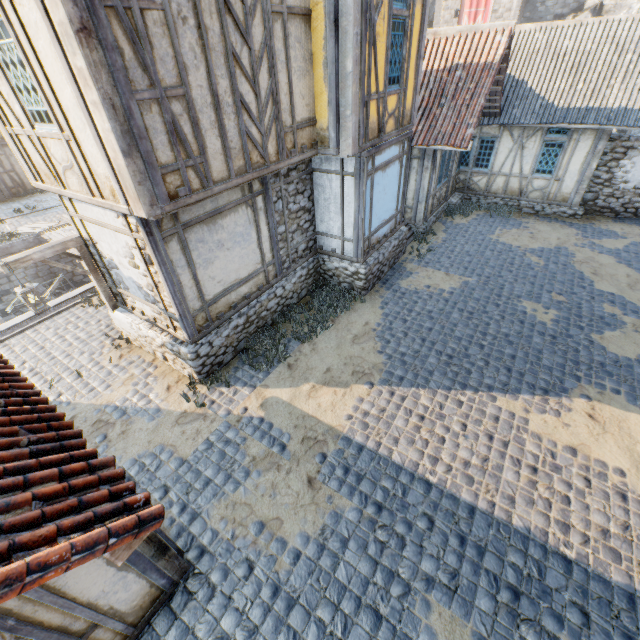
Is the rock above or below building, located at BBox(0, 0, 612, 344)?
above

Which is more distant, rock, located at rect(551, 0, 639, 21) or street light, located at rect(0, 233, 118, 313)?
rock, located at rect(551, 0, 639, 21)

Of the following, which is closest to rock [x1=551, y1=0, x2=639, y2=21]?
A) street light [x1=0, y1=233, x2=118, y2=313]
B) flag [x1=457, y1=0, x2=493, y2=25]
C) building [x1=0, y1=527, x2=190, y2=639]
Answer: flag [x1=457, y1=0, x2=493, y2=25]

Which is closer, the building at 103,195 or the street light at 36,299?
the building at 103,195

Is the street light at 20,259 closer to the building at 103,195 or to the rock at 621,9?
the building at 103,195

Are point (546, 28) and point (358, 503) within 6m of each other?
no

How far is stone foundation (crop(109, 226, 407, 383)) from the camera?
7.28m

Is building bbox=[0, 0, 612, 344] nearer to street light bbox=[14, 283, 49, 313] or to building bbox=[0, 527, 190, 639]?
street light bbox=[14, 283, 49, 313]
